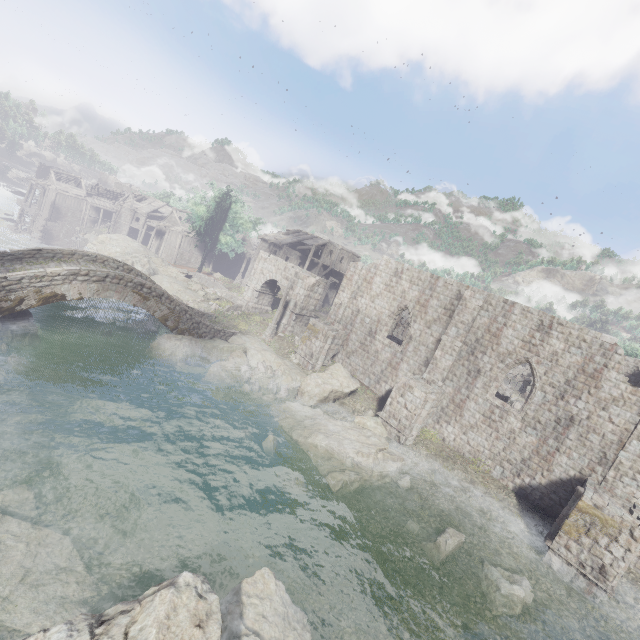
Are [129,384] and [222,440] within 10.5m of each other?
yes

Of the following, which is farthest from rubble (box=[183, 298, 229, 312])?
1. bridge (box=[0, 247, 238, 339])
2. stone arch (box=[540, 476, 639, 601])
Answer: stone arch (box=[540, 476, 639, 601])

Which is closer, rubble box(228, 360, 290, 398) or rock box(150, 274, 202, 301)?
rubble box(228, 360, 290, 398)

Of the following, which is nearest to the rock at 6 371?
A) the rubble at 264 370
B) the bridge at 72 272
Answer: the bridge at 72 272

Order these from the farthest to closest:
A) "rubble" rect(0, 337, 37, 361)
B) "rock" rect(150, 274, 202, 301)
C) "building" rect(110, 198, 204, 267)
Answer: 1. "building" rect(110, 198, 204, 267)
2. "rock" rect(150, 274, 202, 301)
3. "rubble" rect(0, 337, 37, 361)

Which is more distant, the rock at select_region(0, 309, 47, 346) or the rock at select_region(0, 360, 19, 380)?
the rock at select_region(0, 309, 47, 346)

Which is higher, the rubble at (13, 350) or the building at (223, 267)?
the building at (223, 267)

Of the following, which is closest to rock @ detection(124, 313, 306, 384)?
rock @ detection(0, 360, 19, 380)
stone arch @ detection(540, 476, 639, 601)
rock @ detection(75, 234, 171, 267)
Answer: rock @ detection(75, 234, 171, 267)
